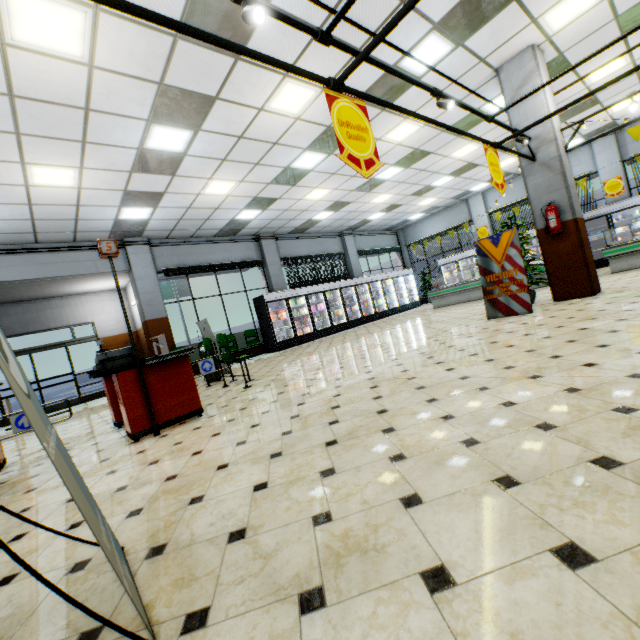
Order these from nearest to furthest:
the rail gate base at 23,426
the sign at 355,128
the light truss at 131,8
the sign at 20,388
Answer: the sign at 20,388 < the light truss at 131,8 < the sign at 355,128 < the rail gate base at 23,426

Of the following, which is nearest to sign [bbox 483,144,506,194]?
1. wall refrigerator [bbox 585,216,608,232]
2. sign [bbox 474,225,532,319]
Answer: sign [bbox 474,225,532,319]

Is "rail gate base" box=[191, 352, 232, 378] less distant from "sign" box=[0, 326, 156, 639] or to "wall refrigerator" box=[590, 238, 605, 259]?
"sign" box=[0, 326, 156, 639]

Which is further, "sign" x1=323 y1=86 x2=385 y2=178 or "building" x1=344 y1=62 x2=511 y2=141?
"building" x1=344 y1=62 x2=511 y2=141

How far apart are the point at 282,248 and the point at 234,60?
9.85m

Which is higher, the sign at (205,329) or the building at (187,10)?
the building at (187,10)

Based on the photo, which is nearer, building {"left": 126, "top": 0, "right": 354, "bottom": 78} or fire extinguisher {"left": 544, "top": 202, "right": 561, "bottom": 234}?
building {"left": 126, "top": 0, "right": 354, "bottom": 78}

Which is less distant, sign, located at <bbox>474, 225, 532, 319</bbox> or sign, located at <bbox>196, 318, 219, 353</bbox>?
sign, located at <bbox>474, 225, 532, 319</bbox>
